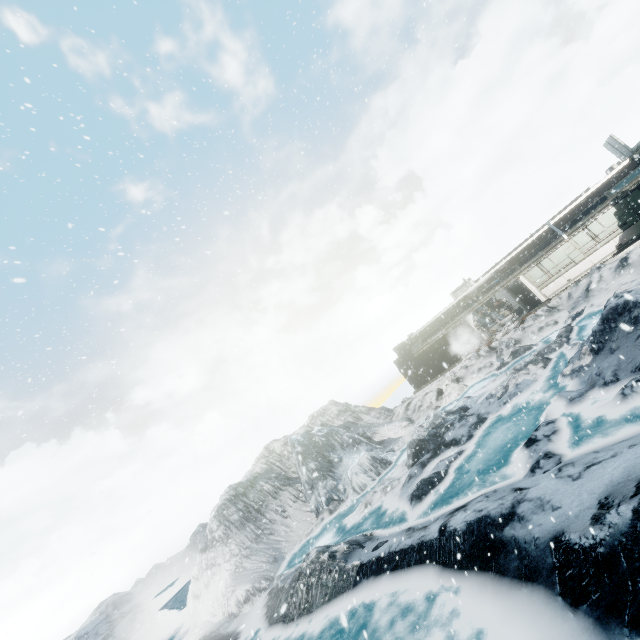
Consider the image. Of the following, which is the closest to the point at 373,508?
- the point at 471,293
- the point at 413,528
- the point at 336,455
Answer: the point at 413,528
